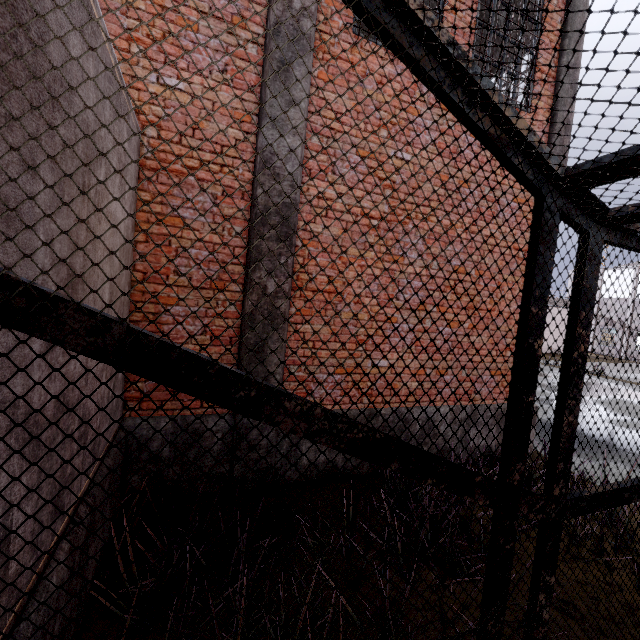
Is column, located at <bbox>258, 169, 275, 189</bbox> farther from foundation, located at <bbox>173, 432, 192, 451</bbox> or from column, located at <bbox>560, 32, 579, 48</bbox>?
column, located at <bbox>560, 32, 579, 48</bbox>

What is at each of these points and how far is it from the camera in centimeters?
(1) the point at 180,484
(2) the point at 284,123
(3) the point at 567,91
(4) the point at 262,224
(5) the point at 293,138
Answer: (1) foundation, 380cm
(2) column, 384cm
(3) column, 556cm
(4) column, 385cm
(5) column, 390cm

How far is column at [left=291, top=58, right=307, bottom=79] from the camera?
3.8m

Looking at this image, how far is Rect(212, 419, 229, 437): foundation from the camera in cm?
390

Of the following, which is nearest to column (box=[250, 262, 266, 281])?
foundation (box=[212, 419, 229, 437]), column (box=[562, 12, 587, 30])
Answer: foundation (box=[212, 419, 229, 437])

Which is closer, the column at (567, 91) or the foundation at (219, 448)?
the foundation at (219, 448)

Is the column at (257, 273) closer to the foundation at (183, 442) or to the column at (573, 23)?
the foundation at (183, 442)
